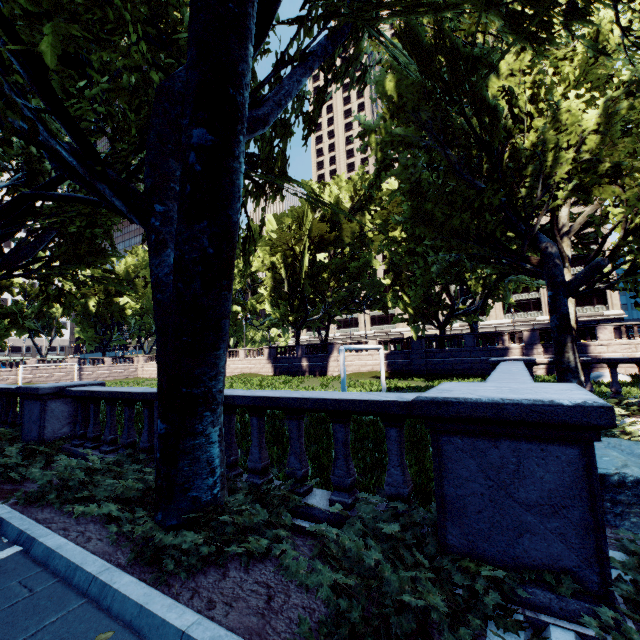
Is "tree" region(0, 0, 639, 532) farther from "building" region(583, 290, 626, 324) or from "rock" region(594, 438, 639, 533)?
"building" region(583, 290, 626, 324)

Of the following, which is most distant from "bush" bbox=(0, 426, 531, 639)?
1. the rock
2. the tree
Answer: the rock

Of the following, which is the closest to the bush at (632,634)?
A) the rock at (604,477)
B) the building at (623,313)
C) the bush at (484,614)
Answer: the bush at (484,614)

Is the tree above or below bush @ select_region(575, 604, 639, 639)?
above

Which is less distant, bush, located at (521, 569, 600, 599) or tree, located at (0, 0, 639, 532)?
bush, located at (521, 569, 600, 599)

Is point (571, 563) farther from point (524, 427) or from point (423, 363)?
point (423, 363)

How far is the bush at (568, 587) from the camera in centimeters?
233cm

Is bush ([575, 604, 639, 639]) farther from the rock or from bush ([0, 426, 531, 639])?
the rock
